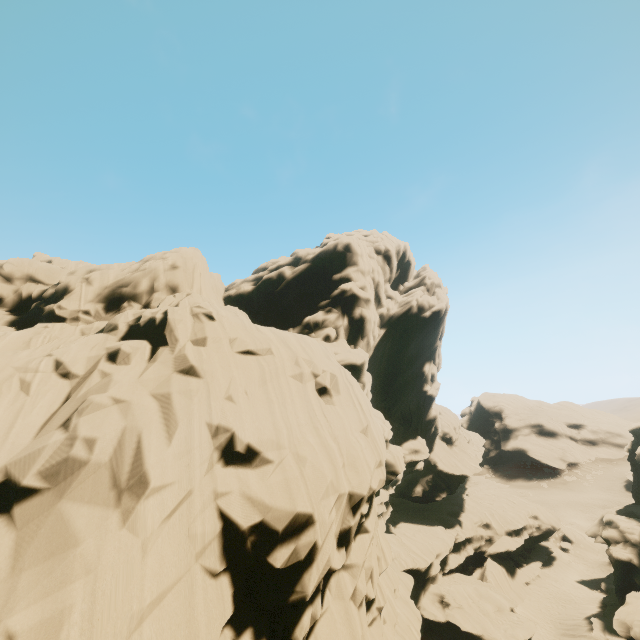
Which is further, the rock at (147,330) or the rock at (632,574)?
the rock at (632,574)

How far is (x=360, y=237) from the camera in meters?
40.2 m

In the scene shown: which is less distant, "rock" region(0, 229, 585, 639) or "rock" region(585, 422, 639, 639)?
"rock" region(0, 229, 585, 639)
